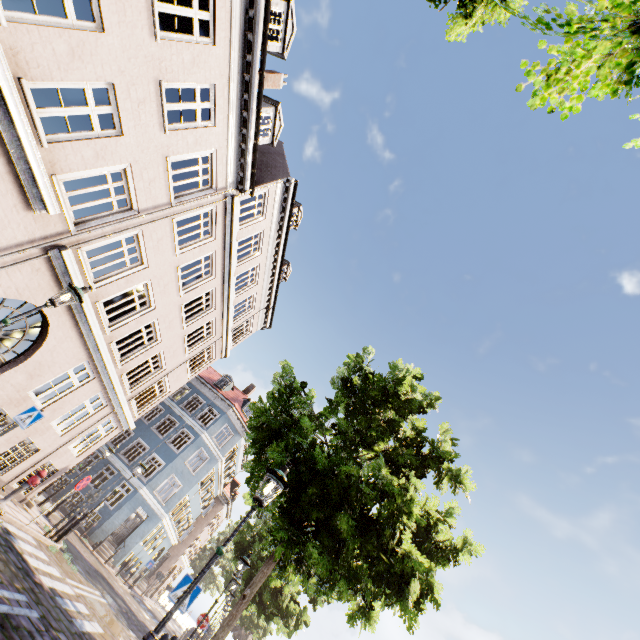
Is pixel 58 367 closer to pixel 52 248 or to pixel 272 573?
pixel 52 248

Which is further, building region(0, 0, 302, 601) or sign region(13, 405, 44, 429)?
sign region(13, 405, 44, 429)

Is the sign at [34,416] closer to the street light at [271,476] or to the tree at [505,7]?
the tree at [505,7]

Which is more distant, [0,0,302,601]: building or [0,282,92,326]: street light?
[0,0,302,601]: building

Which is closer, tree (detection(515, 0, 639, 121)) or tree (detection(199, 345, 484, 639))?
tree (detection(515, 0, 639, 121))

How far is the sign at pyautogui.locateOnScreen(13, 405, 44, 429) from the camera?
8.1 meters

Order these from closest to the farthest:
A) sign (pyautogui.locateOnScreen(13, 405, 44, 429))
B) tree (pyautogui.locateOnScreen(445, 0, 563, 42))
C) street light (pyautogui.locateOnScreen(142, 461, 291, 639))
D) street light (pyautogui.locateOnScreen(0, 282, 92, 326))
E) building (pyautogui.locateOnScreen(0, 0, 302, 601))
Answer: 1. tree (pyautogui.locateOnScreen(445, 0, 563, 42))
2. street light (pyautogui.locateOnScreen(142, 461, 291, 639))
3. street light (pyautogui.locateOnScreen(0, 282, 92, 326))
4. building (pyautogui.locateOnScreen(0, 0, 302, 601))
5. sign (pyautogui.locateOnScreen(13, 405, 44, 429))

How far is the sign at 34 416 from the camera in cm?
812
